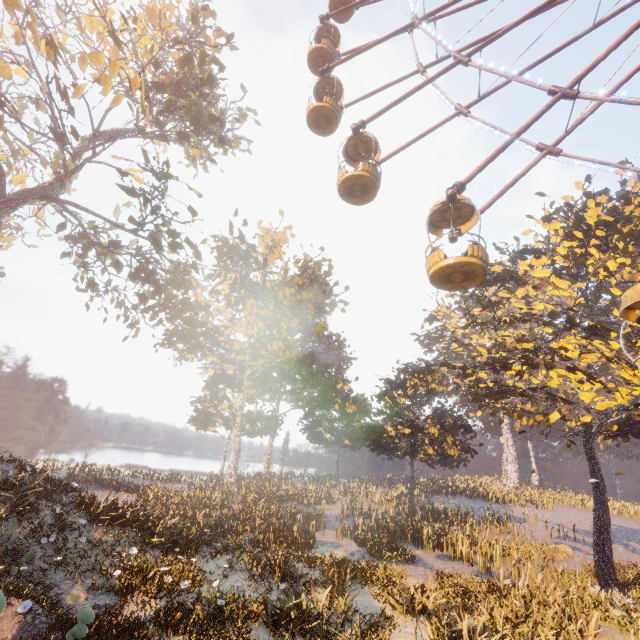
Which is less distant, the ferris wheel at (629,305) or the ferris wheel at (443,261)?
the ferris wheel at (629,305)

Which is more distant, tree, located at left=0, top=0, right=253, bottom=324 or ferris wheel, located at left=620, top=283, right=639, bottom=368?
tree, located at left=0, top=0, right=253, bottom=324

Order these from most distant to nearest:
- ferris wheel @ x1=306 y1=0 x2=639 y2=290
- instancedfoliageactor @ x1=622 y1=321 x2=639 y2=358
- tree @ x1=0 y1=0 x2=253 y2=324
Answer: instancedfoliageactor @ x1=622 y1=321 x2=639 y2=358 → tree @ x1=0 y1=0 x2=253 y2=324 → ferris wheel @ x1=306 y1=0 x2=639 y2=290

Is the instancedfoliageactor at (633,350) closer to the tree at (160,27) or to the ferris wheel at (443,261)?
the ferris wheel at (443,261)

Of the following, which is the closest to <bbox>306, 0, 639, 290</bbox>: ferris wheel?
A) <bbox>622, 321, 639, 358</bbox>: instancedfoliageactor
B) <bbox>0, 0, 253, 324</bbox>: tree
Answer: <bbox>622, 321, 639, 358</bbox>: instancedfoliageactor

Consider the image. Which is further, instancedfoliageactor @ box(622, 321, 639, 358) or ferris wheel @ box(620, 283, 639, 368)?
instancedfoliageactor @ box(622, 321, 639, 358)

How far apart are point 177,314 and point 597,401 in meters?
69.7
